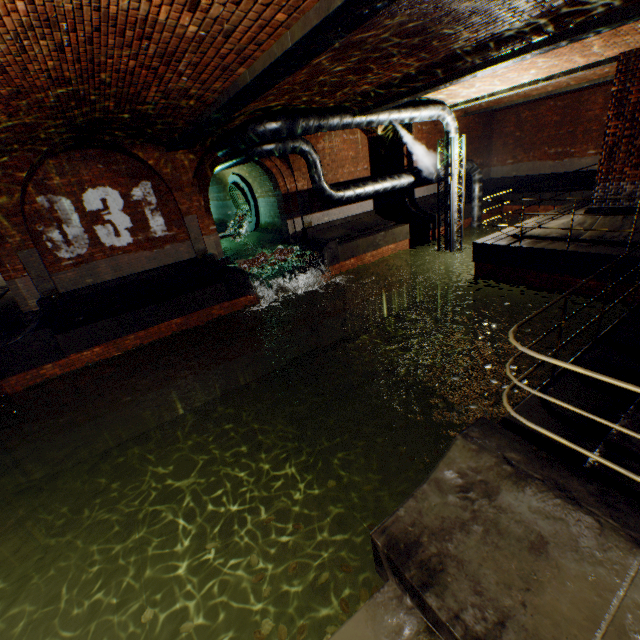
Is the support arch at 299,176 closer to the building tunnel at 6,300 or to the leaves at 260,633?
the building tunnel at 6,300

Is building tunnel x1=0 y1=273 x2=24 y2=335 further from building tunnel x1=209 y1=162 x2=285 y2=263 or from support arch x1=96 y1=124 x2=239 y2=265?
support arch x1=96 y1=124 x2=239 y2=265

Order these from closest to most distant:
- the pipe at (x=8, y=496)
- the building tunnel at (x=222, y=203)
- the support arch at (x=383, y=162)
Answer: the pipe at (x=8, y=496) < the support arch at (x=383, y=162) < the building tunnel at (x=222, y=203)

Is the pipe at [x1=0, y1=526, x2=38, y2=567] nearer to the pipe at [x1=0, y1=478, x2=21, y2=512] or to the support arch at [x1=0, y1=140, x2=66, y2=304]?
the pipe at [x1=0, y1=478, x2=21, y2=512]

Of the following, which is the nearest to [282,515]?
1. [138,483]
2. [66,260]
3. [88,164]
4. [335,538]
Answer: [335,538]

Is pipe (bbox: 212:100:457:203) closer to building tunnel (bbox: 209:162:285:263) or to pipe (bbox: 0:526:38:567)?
building tunnel (bbox: 209:162:285:263)

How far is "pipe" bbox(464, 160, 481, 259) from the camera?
16.3m

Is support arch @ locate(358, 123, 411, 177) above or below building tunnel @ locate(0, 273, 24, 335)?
above
